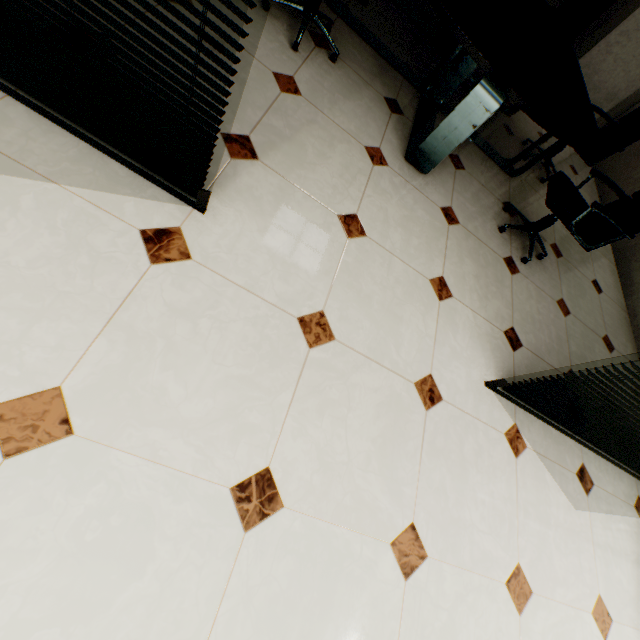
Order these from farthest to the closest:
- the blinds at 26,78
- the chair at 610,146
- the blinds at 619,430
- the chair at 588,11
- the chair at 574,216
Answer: the chair at 588,11, the chair at 610,146, the chair at 574,216, the blinds at 619,430, the blinds at 26,78

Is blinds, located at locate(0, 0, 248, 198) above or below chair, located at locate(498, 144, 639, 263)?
below

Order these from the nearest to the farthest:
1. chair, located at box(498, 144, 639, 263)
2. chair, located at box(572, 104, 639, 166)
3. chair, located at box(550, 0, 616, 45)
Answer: chair, located at box(498, 144, 639, 263) → chair, located at box(572, 104, 639, 166) → chair, located at box(550, 0, 616, 45)

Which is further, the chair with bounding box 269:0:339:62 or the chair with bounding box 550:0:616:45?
the chair with bounding box 550:0:616:45

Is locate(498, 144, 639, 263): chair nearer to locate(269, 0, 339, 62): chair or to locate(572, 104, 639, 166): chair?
locate(572, 104, 639, 166): chair

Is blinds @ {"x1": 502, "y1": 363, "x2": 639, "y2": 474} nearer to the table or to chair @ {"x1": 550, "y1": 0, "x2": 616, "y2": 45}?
the table

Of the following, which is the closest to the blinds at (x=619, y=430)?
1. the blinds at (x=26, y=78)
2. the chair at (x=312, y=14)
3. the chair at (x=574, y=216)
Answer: the chair at (x=574, y=216)

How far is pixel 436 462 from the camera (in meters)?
1.64
